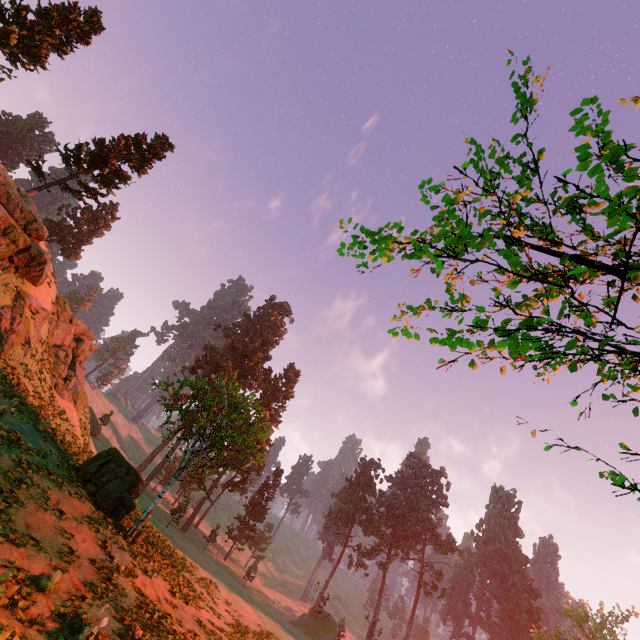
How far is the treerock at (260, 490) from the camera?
54.21m

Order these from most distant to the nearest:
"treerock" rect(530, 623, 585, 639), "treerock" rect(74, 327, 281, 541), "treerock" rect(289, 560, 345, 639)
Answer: "treerock" rect(530, 623, 585, 639), "treerock" rect(289, 560, 345, 639), "treerock" rect(74, 327, 281, 541)

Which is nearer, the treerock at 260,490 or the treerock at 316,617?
the treerock at 316,617

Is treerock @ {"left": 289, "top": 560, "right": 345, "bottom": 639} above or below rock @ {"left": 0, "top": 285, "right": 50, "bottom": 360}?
below

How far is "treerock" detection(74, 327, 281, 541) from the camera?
17.3m

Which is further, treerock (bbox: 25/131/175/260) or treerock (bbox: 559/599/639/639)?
treerock (bbox: 559/599/639/639)

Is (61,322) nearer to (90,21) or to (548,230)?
(90,21)
